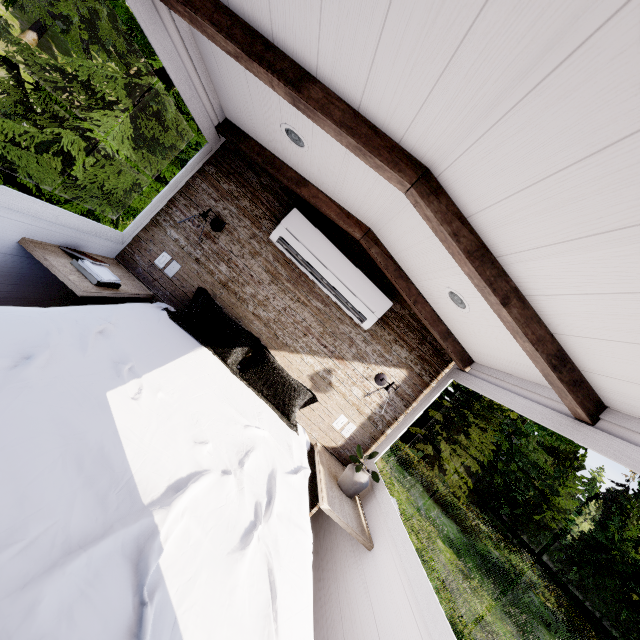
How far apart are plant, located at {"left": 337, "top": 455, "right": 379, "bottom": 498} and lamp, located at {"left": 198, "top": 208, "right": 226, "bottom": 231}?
2.11m

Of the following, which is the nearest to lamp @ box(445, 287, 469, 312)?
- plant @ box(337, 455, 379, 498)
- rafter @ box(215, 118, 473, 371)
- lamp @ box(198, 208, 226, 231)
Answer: rafter @ box(215, 118, 473, 371)

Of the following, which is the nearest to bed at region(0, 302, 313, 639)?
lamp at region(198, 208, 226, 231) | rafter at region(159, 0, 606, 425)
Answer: lamp at region(198, 208, 226, 231)

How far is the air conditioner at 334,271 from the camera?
2.58m

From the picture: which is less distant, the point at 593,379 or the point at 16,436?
the point at 16,436

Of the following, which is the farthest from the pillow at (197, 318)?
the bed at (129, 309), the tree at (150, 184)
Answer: the tree at (150, 184)

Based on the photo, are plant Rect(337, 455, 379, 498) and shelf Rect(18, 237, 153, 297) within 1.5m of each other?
no

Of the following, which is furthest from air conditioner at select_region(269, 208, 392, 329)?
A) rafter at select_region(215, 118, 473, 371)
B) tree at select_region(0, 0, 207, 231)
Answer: tree at select_region(0, 0, 207, 231)
